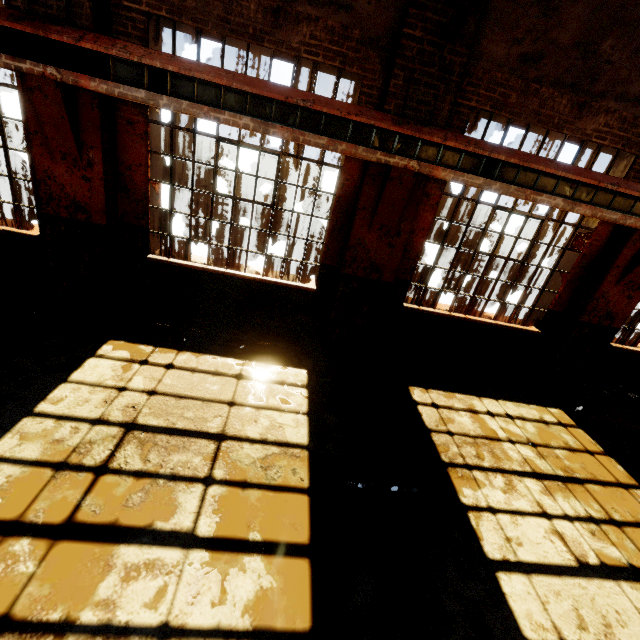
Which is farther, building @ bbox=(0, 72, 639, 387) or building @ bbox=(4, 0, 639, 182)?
building @ bbox=(0, 72, 639, 387)

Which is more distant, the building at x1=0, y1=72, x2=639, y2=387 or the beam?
the building at x1=0, y1=72, x2=639, y2=387

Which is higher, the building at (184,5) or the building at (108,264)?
the building at (184,5)

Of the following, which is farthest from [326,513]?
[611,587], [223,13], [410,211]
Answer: [223,13]

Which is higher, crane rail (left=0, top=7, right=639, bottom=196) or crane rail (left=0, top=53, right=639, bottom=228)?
crane rail (left=0, top=7, right=639, bottom=196)

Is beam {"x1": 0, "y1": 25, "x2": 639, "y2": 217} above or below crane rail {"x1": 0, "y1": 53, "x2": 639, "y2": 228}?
above

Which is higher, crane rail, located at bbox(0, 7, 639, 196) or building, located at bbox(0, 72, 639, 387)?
crane rail, located at bbox(0, 7, 639, 196)

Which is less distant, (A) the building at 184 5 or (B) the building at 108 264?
(A) the building at 184 5
